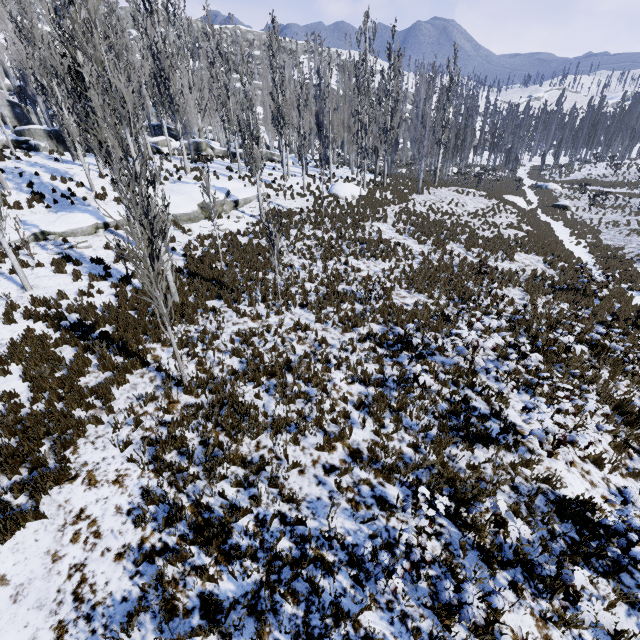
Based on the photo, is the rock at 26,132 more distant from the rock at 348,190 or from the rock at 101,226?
the rock at 348,190

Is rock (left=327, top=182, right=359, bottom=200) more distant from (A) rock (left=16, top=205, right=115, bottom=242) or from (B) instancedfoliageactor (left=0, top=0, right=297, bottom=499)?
(A) rock (left=16, top=205, right=115, bottom=242)

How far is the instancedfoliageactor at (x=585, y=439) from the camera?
5.6 meters

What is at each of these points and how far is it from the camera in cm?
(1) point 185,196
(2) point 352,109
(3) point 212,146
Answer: (1) rock, 1888
(2) instancedfoliageactor, 3066
(3) rock, 3198

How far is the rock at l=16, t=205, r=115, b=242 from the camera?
14.2m

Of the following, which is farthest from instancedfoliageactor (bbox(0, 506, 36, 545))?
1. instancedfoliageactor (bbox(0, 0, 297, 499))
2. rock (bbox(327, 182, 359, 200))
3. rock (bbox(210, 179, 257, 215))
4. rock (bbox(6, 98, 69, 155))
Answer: rock (bbox(6, 98, 69, 155))

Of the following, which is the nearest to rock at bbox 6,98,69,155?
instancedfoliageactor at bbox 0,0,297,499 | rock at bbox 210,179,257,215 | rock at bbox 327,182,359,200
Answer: instancedfoliageactor at bbox 0,0,297,499

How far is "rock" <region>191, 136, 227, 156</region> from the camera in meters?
30.7 m
